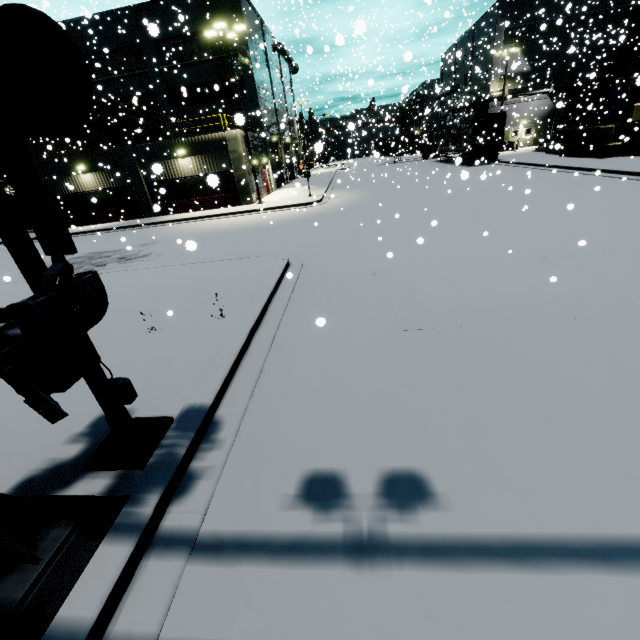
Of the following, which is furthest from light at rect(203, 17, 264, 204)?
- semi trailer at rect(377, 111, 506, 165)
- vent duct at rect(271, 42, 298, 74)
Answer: vent duct at rect(271, 42, 298, 74)

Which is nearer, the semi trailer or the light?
the light

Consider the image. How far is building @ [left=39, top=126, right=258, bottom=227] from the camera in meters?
22.6 m

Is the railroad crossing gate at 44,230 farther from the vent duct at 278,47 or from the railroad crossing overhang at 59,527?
the vent duct at 278,47

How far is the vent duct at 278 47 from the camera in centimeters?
3121cm

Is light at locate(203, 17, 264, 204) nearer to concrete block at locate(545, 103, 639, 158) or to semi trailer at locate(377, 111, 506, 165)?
concrete block at locate(545, 103, 639, 158)

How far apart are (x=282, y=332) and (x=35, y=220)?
4.1m

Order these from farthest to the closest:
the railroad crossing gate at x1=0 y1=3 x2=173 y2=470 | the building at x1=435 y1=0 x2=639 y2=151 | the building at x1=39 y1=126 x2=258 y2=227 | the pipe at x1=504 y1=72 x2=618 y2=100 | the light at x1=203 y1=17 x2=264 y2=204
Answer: the pipe at x1=504 y1=72 x2=618 y2=100, the building at x1=435 y1=0 x2=639 y2=151, the building at x1=39 y1=126 x2=258 y2=227, the light at x1=203 y1=17 x2=264 y2=204, the railroad crossing gate at x1=0 y1=3 x2=173 y2=470
